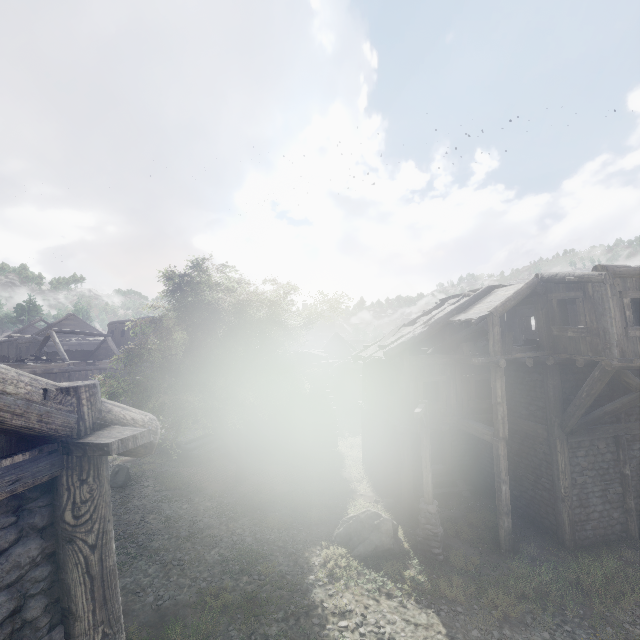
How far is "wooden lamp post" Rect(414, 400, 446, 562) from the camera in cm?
1084

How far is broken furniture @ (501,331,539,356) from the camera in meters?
11.6 m

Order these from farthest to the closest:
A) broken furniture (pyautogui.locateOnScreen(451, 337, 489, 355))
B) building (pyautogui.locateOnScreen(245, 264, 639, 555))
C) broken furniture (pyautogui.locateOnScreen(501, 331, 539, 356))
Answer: broken furniture (pyautogui.locateOnScreen(451, 337, 489, 355)) < broken furniture (pyautogui.locateOnScreen(501, 331, 539, 356)) < building (pyautogui.locateOnScreen(245, 264, 639, 555))

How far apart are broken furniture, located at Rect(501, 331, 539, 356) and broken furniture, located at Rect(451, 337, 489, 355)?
0.47m

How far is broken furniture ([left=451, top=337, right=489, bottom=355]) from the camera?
12.9m

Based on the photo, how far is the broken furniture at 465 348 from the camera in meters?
12.9 m

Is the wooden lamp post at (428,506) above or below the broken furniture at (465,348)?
below

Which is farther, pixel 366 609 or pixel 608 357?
pixel 608 357
